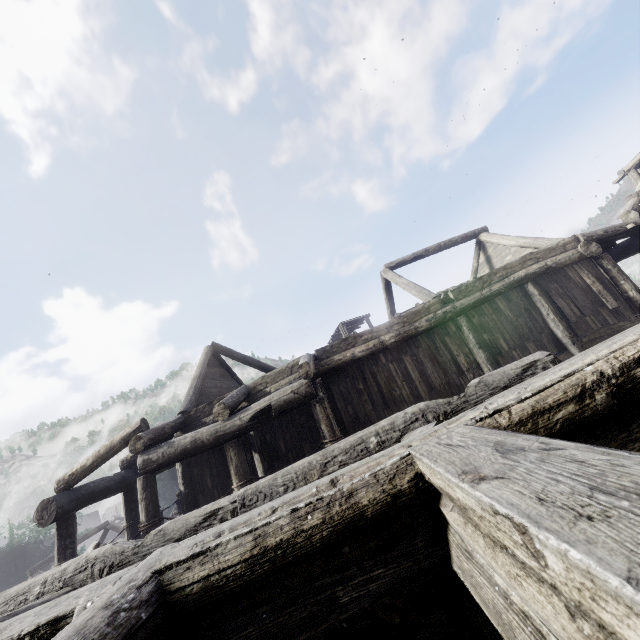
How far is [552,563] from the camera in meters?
0.8 m
